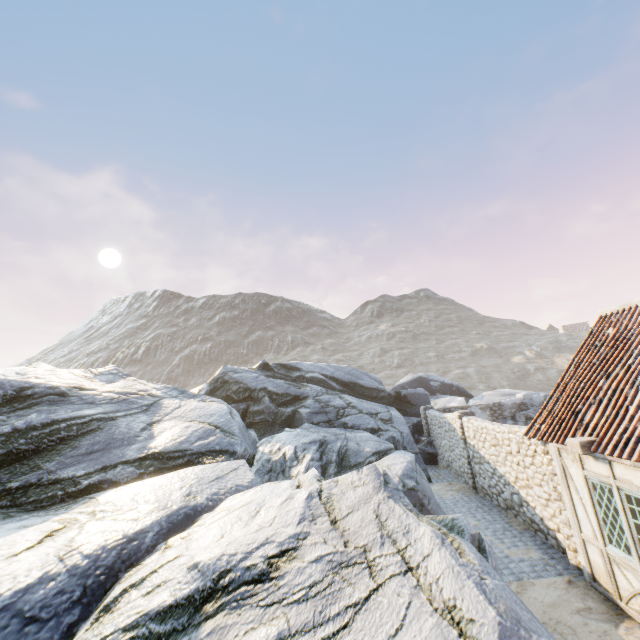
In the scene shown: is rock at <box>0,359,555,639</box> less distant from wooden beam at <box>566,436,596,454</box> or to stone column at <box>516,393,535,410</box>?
stone column at <box>516,393,535,410</box>

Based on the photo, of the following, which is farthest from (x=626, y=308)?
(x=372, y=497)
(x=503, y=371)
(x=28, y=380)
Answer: → (x=503, y=371)

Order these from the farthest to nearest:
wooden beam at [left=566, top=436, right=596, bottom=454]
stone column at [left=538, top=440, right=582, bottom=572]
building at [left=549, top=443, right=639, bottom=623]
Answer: stone column at [left=538, top=440, right=582, bottom=572] < wooden beam at [left=566, top=436, right=596, bottom=454] < building at [left=549, top=443, right=639, bottom=623]

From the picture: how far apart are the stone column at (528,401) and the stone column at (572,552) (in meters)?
13.74

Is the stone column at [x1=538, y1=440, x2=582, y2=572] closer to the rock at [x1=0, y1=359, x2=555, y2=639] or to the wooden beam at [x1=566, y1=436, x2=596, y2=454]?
the wooden beam at [x1=566, y1=436, x2=596, y2=454]

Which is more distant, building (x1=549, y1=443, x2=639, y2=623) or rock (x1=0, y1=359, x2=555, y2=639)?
building (x1=549, y1=443, x2=639, y2=623)

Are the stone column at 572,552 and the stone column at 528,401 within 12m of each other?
no

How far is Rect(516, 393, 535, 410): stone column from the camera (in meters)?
19.98
